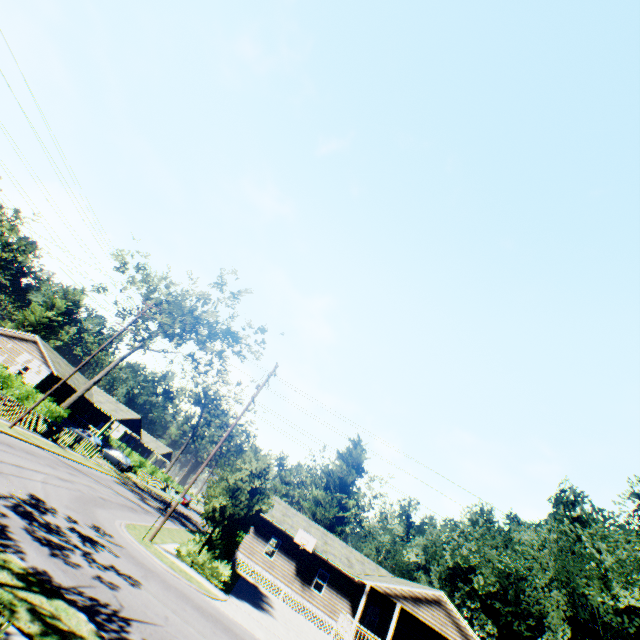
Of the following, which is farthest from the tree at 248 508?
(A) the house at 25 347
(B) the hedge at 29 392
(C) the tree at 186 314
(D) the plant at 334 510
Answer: (A) the house at 25 347

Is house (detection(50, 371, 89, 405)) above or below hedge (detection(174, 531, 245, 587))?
above

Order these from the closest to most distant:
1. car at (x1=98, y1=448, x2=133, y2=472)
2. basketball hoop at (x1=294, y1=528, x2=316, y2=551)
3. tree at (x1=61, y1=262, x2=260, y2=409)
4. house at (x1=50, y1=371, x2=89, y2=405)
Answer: basketball hoop at (x1=294, y1=528, x2=316, y2=551)
tree at (x1=61, y1=262, x2=260, y2=409)
car at (x1=98, y1=448, x2=133, y2=472)
house at (x1=50, y1=371, x2=89, y2=405)

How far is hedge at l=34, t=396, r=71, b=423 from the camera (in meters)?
25.62

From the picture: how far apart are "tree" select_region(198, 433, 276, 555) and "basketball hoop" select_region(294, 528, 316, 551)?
11.71m

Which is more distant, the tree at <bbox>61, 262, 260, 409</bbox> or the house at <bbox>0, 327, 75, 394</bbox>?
the house at <bbox>0, 327, 75, 394</bbox>

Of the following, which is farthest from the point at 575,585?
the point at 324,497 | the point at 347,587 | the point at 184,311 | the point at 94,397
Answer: the point at 94,397

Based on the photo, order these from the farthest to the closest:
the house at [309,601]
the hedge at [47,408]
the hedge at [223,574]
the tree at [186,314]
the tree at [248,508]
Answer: the tree at [186,314], the hedge at [47,408], the house at [309,601], the tree at [248,508], the hedge at [223,574]
